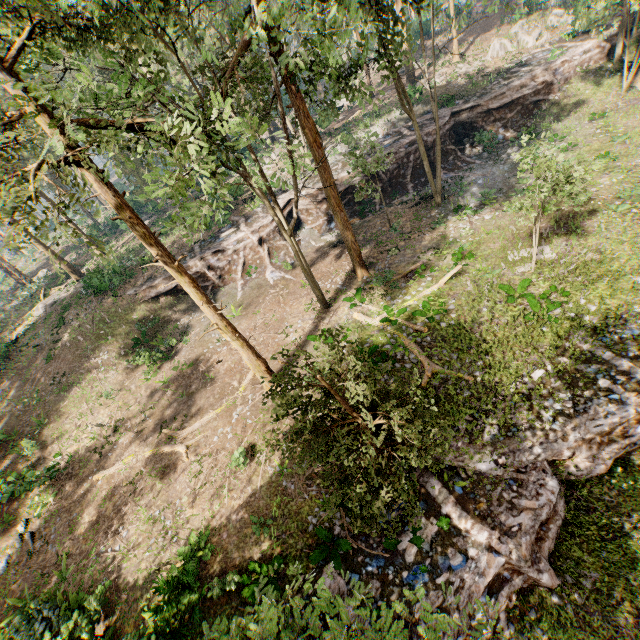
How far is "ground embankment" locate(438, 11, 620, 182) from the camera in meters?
26.7

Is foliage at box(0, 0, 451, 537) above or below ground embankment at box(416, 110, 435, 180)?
above

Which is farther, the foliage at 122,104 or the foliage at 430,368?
the foliage at 430,368

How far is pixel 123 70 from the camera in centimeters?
1305cm

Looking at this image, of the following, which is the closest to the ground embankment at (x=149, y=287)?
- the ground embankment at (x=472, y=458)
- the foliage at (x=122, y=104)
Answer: the foliage at (x=122, y=104)

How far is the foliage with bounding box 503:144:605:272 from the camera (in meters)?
11.37

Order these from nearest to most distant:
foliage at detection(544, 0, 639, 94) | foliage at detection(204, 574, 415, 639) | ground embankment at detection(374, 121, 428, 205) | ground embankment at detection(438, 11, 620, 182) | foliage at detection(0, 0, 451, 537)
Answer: foliage at detection(204, 574, 415, 639), foliage at detection(0, 0, 451, 537), foliage at detection(544, 0, 639, 94), ground embankment at detection(438, 11, 620, 182), ground embankment at detection(374, 121, 428, 205)
